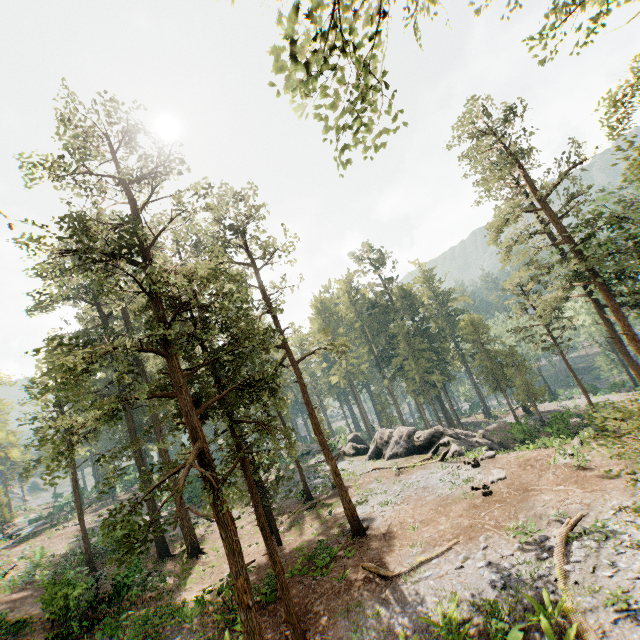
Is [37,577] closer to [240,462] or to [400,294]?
[240,462]

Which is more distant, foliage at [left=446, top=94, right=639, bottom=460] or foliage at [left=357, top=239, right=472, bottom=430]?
foliage at [left=357, top=239, right=472, bottom=430]

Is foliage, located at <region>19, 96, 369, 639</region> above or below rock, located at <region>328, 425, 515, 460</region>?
above

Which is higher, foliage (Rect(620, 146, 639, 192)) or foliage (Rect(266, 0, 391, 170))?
foliage (Rect(266, 0, 391, 170))

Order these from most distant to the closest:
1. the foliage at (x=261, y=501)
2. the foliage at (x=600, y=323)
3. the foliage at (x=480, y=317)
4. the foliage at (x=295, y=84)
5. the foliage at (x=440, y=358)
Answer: the foliage at (x=440, y=358) → the foliage at (x=480, y=317) → the foliage at (x=600, y=323) → the foliage at (x=261, y=501) → the foliage at (x=295, y=84)

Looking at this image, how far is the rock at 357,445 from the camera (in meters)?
29.36

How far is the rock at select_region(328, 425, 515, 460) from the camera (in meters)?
29.36

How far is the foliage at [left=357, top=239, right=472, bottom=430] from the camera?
49.9m
